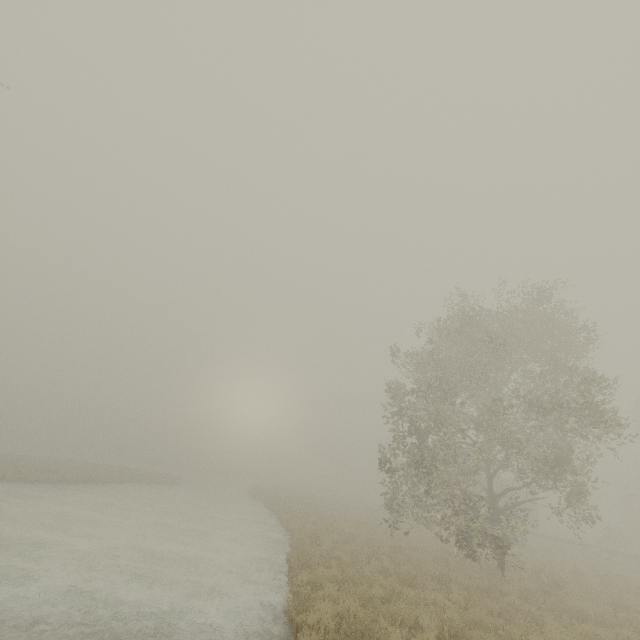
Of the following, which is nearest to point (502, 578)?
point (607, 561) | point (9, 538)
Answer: point (607, 561)
